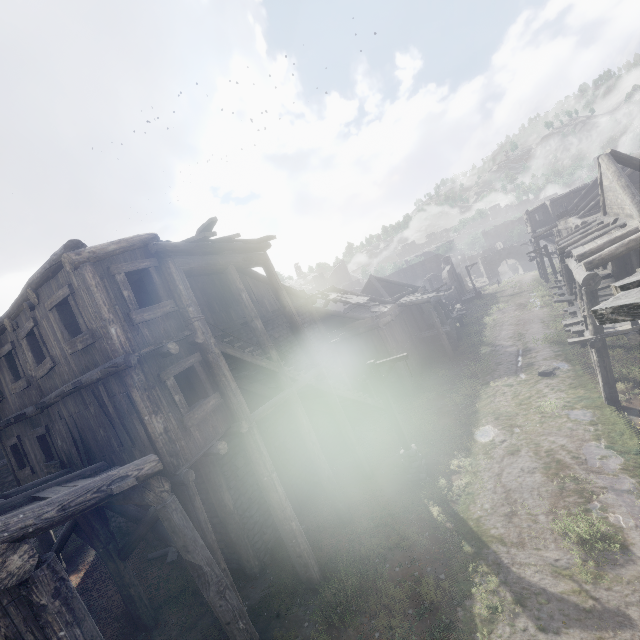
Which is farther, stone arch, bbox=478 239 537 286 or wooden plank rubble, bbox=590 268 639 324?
stone arch, bbox=478 239 537 286

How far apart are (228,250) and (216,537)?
9.6m

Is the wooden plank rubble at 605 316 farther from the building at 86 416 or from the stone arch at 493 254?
the stone arch at 493 254

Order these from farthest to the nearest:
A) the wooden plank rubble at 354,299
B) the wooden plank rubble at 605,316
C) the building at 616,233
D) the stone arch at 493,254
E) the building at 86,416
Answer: the stone arch at 493,254 < the wooden plank rubble at 354,299 < the building at 616,233 < the building at 86,416 < the wooden plank rubble at 605,316

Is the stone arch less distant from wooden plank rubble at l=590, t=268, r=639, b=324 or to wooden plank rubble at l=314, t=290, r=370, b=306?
wooden plank rubble at l=314, t=290, r=370, b=306

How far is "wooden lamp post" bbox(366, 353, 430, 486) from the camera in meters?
11.5

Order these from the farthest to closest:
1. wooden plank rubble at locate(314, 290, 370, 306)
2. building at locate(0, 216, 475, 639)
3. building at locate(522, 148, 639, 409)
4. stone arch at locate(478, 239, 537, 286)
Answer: stone arch at locate(478, 239, 537, 286) → wooden plank rubble at locate(314, 290, 370, 306) → building at locate(522, 148, 639, 409) → building at locate(0, 216, 475, 639)

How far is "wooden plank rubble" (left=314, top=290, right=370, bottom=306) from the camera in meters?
21.6 m
